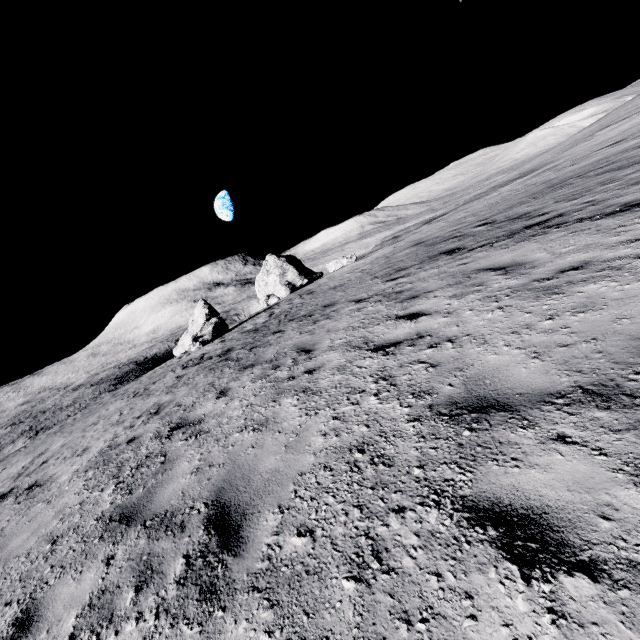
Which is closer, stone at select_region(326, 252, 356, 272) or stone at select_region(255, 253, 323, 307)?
stone at select_region(326, 252, 356, 272)

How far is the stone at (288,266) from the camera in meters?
37.5 m

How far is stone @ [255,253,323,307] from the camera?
37.47m

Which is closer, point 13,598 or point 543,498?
point 543,498

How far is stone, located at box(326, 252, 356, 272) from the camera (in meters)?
30.78

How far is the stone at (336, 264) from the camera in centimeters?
3078cm
